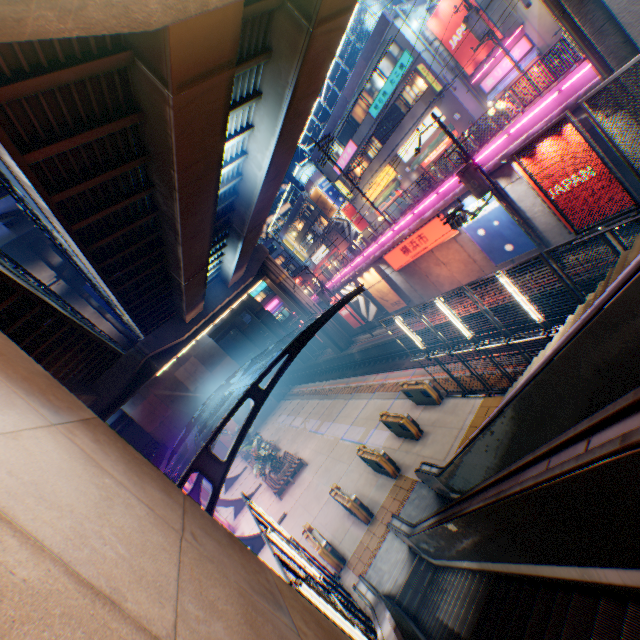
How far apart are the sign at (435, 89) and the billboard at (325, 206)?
21.2m

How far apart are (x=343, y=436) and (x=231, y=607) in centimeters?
1864cm

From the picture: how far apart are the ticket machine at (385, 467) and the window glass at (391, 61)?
29.1m

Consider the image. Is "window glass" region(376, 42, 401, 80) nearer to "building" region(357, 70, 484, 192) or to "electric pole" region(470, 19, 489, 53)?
"building" region(357, 70, 484, 192)

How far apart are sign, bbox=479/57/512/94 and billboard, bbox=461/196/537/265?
14.2m

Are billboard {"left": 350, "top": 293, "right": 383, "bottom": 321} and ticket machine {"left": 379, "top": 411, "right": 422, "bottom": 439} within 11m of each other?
no

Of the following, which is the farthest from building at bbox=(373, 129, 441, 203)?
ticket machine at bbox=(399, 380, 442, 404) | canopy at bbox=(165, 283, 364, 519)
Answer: ticket machine at bbox=(399, 380, 442, 404)

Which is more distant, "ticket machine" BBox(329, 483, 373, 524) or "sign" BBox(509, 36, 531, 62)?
"sign" BBox(509, 36, 531, 62)
